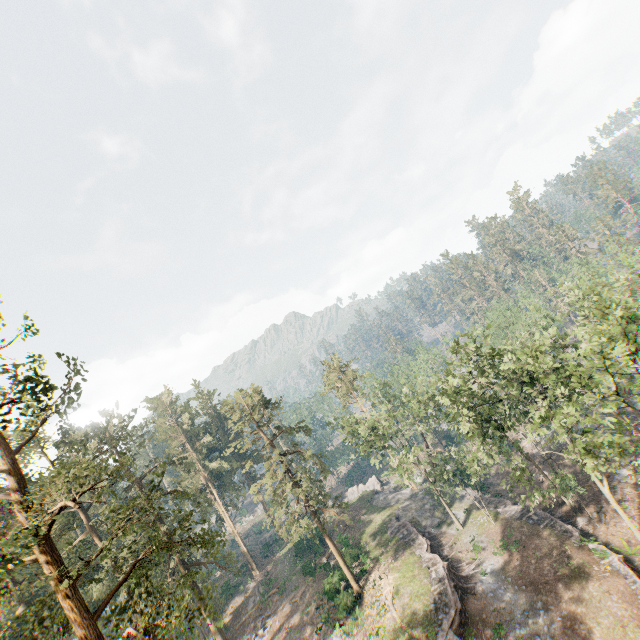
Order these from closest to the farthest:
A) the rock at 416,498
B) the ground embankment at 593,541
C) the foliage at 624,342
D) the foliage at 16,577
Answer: the foliage at 16,577
the foliage at 624,342
the ground embankment at 593,541
the rock at 416,498

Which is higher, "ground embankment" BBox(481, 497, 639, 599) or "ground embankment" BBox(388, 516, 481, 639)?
"ground embankment" BBox(388, 516, 481, 639)

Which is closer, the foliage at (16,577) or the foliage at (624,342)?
the foliage at (16,577)

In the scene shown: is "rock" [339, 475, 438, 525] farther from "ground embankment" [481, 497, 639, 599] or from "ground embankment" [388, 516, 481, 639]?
"ground embankment" [481, 497, 639, 599]

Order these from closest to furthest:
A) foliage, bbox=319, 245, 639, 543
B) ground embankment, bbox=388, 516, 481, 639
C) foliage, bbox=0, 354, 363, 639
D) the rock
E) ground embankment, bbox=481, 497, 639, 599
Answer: foliage, bbox=0, 354, 363, 639
foliage, bbox=319, 245, 639, 543
ground embankment, bbox=481, 497, 639, 599
ground embankment, bbox=388, 516, 481, 639
the rock

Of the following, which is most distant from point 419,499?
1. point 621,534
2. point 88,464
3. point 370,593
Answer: point 88,464

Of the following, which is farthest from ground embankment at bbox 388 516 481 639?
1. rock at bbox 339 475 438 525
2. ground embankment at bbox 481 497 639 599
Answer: ground embankment at bbox 481 497 639 599

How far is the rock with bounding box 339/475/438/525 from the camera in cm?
4234
